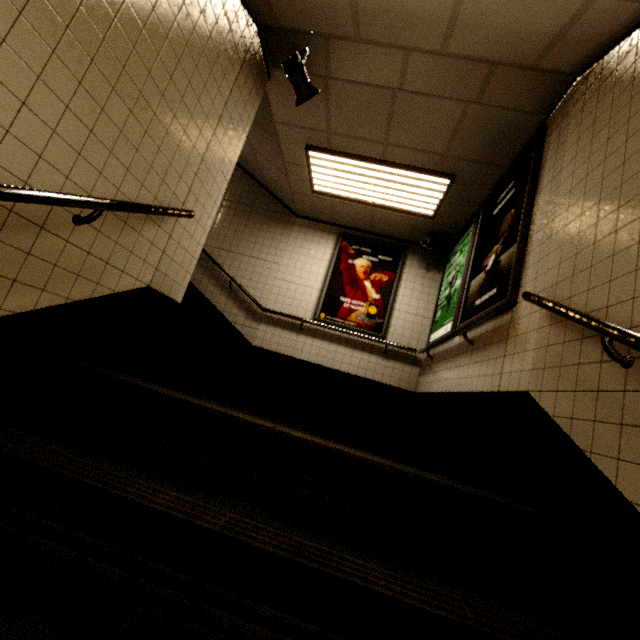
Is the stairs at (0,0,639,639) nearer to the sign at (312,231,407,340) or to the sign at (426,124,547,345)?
the sign at (426,124,547,345)

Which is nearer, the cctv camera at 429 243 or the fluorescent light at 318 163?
the fluorescent light at 318 163

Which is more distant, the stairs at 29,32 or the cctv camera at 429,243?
the cctv camera at 429,243

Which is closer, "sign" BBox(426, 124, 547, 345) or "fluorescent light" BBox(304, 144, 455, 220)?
"sign" BBox(426, 124, 547, 345)

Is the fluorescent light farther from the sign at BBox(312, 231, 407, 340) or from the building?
the sign at BBox(312, 231, 407, 340)

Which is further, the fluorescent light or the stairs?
the fluorescent light

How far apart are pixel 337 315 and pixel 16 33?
4.8 meters

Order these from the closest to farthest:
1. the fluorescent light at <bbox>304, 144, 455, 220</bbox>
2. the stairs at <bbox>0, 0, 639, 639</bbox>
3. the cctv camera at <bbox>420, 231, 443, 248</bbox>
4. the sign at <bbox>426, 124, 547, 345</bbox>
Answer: the stairs at <bbox>0, 0, 639, 639</bbox>, the sign at <bbox>426, 124, 547, 345</bbox>, the fluorescent light at <bbox>304, 144, 455, 220</bbox>, the cctv camera at <bbox>420, 231, 443, 248</bbox>
